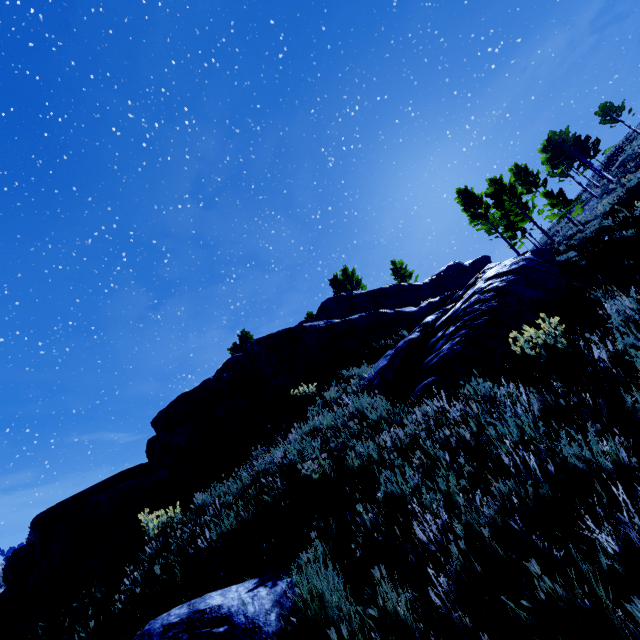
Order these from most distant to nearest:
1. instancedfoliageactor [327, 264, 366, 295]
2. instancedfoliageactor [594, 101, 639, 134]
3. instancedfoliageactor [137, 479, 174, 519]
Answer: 1. instancedfoliageactor [327, 264, 366, 295]
2. instancedfoliageactor [594, 101, 639, 134]
3. instancedfoliageactor [137, 479, 174, 519]

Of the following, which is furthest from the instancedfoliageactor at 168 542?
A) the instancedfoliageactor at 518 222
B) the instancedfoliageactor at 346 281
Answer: the instancedfoliageactor at 346 281

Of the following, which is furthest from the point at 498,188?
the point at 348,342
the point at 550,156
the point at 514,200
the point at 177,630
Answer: the point at 177,630

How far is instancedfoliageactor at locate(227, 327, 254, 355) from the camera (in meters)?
41.81

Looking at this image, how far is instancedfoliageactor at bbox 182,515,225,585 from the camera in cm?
420

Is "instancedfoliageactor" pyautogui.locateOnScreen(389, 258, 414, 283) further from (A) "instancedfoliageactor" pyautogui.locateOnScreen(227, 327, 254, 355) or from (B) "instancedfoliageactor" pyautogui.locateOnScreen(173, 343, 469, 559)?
(B) "instancedfoliageactor" pyautogui.locateOnScreen(173, 343, 469, 559)

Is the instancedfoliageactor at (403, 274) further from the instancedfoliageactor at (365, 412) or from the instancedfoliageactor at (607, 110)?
the instancedfoliageactor at (365, 412)

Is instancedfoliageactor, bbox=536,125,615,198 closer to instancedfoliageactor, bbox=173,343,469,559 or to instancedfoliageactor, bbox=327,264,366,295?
instancedfoliageactor, bbox=173,343,469,559
